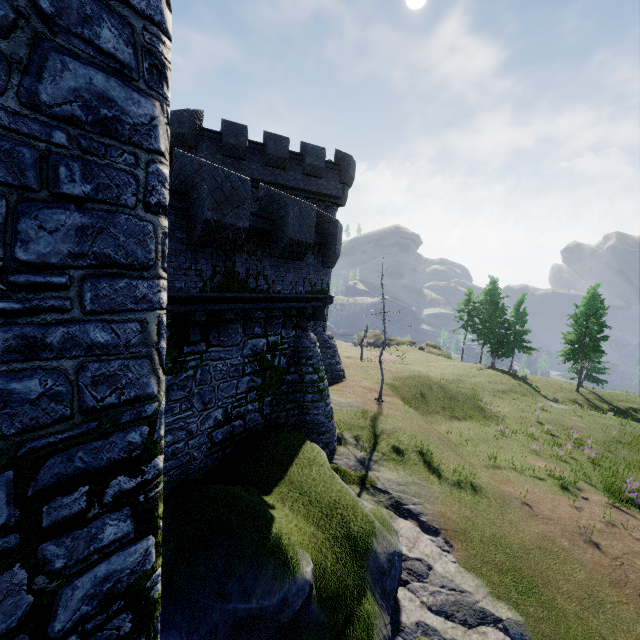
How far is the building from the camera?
17.6m

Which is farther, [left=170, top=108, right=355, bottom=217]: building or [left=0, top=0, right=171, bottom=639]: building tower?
[left=170, top=108, right=355, bottom=217]: building

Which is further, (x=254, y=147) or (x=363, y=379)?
(x=363, y=379)

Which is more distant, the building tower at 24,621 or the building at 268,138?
the building at 268,138

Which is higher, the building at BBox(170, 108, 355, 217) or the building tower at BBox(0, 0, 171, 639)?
the building at BBox(170, 108, 355, 217)

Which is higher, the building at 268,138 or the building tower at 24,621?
the building at 268,138
